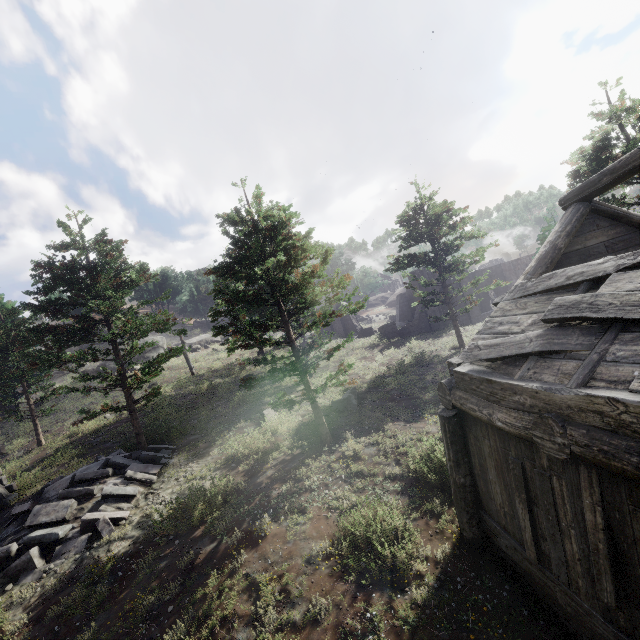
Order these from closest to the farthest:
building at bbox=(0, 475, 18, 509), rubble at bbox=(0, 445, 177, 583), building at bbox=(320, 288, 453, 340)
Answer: rubble at bbox=(0, 445, 177, 583)
building at bbox=(0, 475, 18, 509)
building at bbox=(320, 288, 453, 340)

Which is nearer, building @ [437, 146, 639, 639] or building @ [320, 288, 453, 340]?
building @ [437, 146, 639, 639]

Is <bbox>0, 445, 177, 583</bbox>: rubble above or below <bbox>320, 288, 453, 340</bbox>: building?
below

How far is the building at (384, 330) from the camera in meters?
29.0 m

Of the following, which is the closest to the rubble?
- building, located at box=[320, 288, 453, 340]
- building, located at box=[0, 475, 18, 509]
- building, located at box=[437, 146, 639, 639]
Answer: building, located at box=[0, 475, 18, 509]

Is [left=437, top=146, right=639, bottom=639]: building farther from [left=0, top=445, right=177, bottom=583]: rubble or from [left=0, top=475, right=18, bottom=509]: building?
[left=0, top=475, right=18, bottom=509]: building

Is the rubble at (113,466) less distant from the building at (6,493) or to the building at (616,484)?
the building at (6,493)

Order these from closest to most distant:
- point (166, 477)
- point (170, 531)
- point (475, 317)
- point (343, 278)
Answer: point (170, 531) < point (343, 278) < point (166, 477) < point (475, 317)
